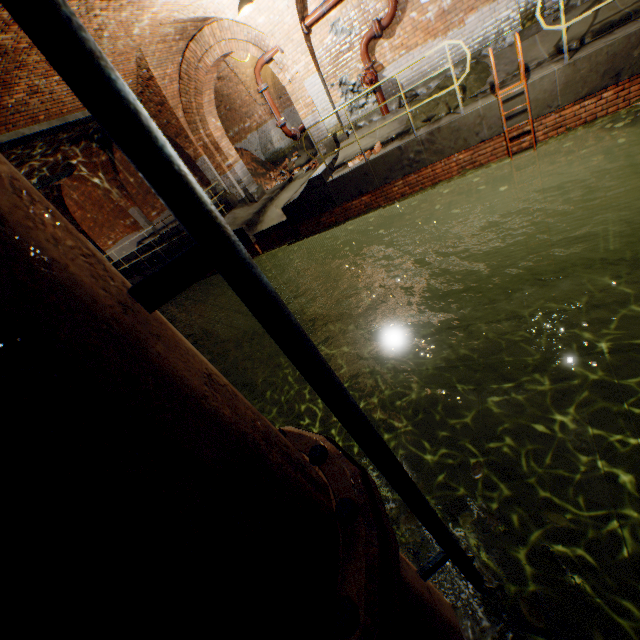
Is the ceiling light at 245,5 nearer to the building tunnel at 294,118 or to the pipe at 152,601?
the building tunnel at 294,118

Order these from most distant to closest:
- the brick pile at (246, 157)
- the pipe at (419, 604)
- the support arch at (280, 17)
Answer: the brick pile at (246, 157) < the support arch at (280, 17) < the pipe at (419, 604)

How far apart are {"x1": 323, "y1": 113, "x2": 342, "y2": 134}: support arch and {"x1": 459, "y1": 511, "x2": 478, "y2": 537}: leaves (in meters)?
9.67

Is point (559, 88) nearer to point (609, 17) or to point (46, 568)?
point (609, 17)

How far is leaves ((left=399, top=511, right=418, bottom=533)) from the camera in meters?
2.6 m

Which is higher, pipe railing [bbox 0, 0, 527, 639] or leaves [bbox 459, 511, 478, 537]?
pipe railing [bbox 0, 0, 527, 639]

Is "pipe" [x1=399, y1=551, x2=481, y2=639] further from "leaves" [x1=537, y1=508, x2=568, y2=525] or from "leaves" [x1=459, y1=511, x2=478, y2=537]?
"leaves" [x1=537, y1=508, x2=568, y2=525]

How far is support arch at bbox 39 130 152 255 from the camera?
11.65m
